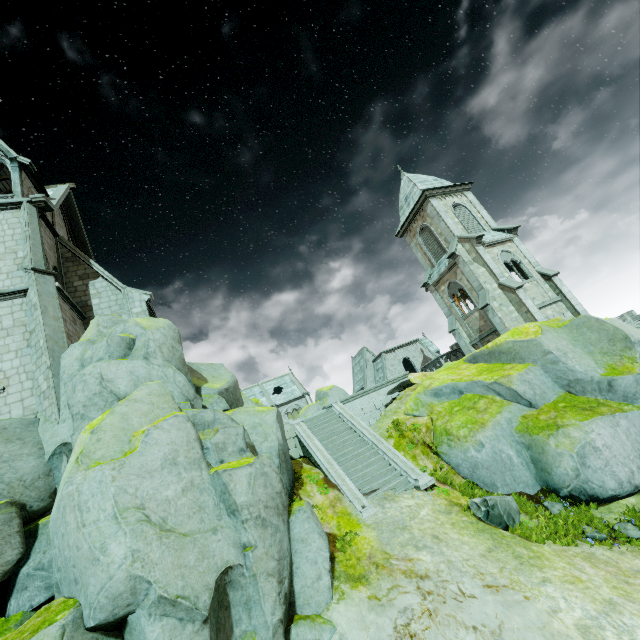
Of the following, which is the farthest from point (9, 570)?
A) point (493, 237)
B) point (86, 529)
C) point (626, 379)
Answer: point (493, 237)

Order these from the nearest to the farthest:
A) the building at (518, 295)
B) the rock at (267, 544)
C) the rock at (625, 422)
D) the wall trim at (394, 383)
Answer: the rock at (267, 544), the rock at (625, 422), the wall trim at (394, 383), the building at (518, 295)

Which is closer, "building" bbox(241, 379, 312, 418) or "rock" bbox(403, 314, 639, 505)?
"rock" bbox(403, 314, 639, 505)

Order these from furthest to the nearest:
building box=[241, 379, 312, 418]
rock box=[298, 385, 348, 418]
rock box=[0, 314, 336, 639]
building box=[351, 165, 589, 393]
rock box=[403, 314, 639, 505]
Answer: building box=[241, 379, 312, 418] → rock box=[298, 385, 348, 418] → building box=[351, 165, 589, 393] → rock box=[403, 314, 639, 505] → rock box=[0, 314, 336, 639]

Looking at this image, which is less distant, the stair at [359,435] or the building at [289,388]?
the stair at [359,435]

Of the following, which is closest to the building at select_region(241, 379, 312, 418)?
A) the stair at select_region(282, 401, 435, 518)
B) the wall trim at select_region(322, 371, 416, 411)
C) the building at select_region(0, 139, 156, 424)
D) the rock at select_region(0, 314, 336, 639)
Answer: the rock at select_region(0, 314, 336, 639)

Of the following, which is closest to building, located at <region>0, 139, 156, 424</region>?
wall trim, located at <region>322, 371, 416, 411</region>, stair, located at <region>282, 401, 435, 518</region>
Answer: stair, located at <region>282, 401, 435, 518</region>
